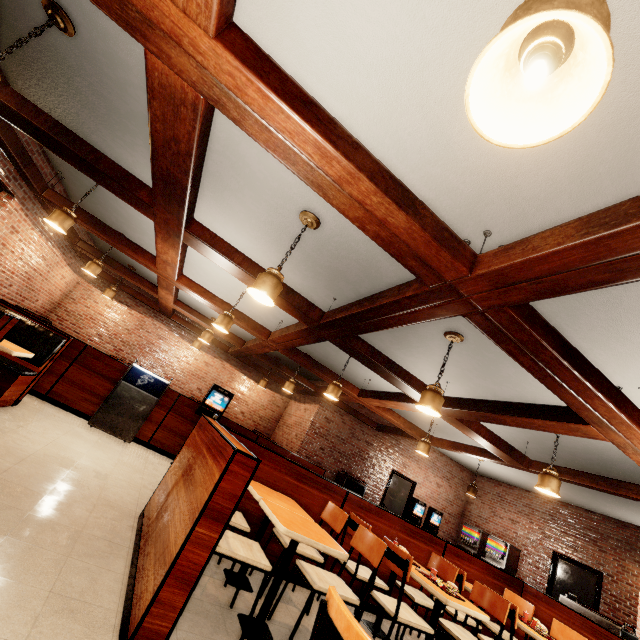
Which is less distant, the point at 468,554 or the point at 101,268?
the point at 468,554
